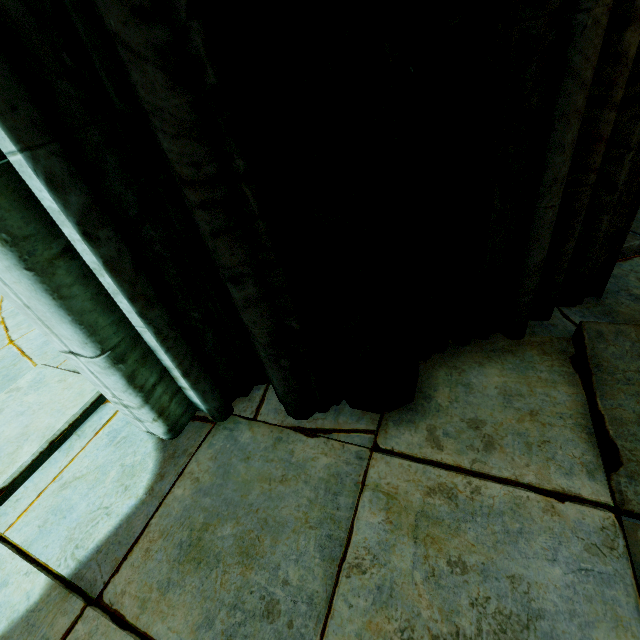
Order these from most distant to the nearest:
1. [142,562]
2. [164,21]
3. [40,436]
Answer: [40,436]
[142,562]
[164,21]

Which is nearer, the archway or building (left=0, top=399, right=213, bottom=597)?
the archway

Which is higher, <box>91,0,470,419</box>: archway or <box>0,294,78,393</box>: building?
<box>91,0,470,419</box>: archway

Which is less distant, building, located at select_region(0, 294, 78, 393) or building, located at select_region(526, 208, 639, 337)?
building, located at select_region(526, 208, 639, 337)

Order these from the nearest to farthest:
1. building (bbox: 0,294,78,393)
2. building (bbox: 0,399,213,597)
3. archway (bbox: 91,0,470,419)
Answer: archway (bbox: 91,0,470,419), building (bbox: 0,399,213,597), building (bbox: 0,294,78,393)

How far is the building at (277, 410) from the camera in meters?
1.4

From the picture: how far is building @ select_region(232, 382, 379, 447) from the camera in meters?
1.4

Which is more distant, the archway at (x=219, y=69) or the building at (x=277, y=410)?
the building at (x=277, y=410)
